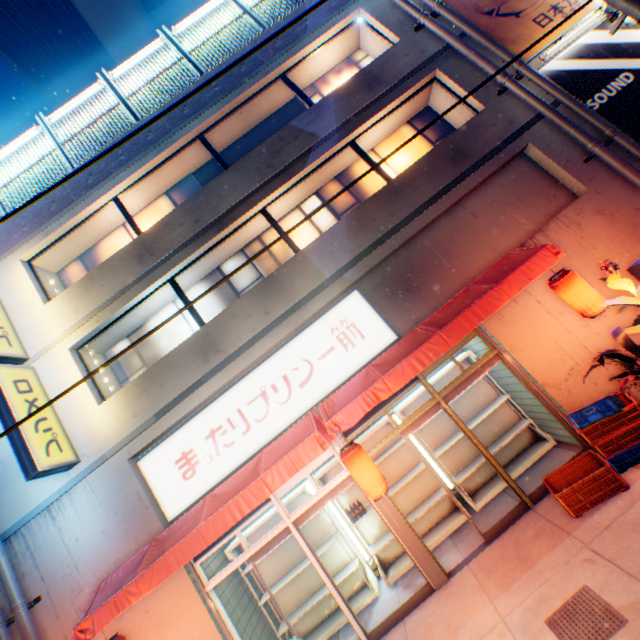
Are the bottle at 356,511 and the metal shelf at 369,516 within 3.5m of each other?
yes

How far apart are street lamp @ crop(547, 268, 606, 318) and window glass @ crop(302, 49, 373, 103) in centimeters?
700cm

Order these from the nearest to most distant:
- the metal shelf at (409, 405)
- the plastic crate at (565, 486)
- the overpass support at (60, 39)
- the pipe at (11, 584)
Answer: the plastic crate at (565, 486), the pipe at (11, 584), the metal shelf at (409, 405), the overpass support at (60, 39)

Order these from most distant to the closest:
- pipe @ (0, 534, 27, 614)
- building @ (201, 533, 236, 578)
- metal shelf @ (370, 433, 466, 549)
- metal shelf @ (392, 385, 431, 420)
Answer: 1. metal shelf @ (392, 385, 431, 420)
2. metal shelf @ (370, 433, 466, 549)
3. building @ (201, 533, 236, 578)
4. pipe @ (0, 534, 27, 614)

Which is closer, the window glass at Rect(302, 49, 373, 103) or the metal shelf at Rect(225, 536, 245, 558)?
the metal shelf at Rect(225, 536, 245, 558)

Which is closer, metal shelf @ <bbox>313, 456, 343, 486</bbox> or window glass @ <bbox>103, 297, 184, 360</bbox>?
metal shelf @ <bbox>313, 456, 343, 486</bbox>

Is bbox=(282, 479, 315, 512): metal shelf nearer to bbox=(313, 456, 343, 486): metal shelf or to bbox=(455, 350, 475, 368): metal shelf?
bbox=(313, 456, 343, 486): metal shelf

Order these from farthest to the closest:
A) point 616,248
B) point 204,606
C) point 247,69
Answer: point 247,69 < point 616,248 < point 204,606
